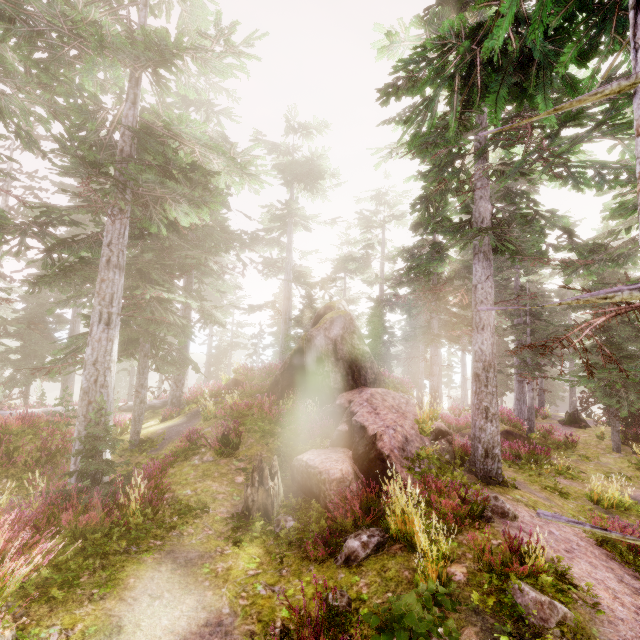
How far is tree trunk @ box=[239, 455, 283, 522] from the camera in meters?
8.4

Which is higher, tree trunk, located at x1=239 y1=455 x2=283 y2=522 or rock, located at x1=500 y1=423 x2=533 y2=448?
tree trunk, located at x1=239 y1=455 x2=283 y2=522

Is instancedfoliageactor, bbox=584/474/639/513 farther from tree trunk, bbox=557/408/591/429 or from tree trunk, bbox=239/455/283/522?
tree trunk, bbox=557/408/591/429

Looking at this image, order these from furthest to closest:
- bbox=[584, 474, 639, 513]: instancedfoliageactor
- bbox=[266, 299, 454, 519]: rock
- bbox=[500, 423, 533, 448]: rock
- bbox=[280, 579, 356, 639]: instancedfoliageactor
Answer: bbox=[500, 423, 533, 448]: rock → bbox=[584, 474, 639, 513]: instancedfoliageactor → bbox=[266, 299, 454, 519]: rock → bbox=[280, 579, 356, 639]: instancedfoliageactor

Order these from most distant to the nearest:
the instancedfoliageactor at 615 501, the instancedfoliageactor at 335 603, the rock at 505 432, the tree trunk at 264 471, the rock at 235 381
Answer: the rock at 235 381
the rock at 505 432
the instancedfoliageactor at 615 501
the tree trunk at 264 471
the instancedfoliageactor at 335 603

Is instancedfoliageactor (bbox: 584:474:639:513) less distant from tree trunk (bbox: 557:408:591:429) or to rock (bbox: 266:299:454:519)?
rock (bbox: 266:299:454:519)

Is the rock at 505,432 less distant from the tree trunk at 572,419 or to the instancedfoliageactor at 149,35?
the instancedfoliageactor at 149,35

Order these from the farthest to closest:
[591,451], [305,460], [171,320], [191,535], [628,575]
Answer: [591,451]
[171,320]
[305,460]
[191,535]
[628,575]
